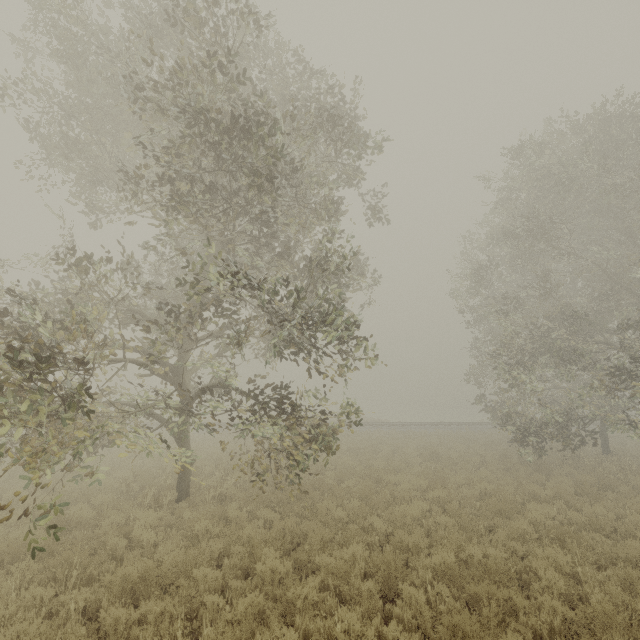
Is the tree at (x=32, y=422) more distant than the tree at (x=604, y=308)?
No

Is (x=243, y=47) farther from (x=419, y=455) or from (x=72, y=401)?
(x=419, y=455)

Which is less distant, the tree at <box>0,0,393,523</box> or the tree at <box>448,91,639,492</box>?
the tree at <box>0,0,393,523</box>
